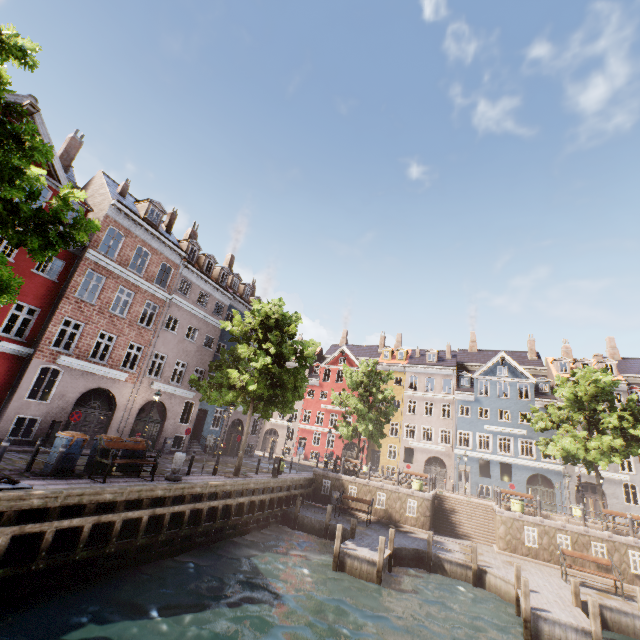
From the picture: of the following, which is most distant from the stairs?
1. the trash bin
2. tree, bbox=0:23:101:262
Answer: the trash bin

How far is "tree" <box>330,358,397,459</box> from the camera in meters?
28.9 m

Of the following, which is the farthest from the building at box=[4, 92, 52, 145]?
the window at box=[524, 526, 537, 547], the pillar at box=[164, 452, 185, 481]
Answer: the window at box=[524, 526, 537, 547]

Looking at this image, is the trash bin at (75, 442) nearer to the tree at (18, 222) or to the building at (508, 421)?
the tree at (18, 222)

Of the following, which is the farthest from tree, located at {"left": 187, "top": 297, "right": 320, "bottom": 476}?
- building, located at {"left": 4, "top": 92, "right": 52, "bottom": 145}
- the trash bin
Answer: the trash bin

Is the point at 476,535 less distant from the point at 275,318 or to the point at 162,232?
the point at 275,318

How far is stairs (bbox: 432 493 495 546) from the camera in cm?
2009

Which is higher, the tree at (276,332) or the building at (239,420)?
the tree at (276,332)
